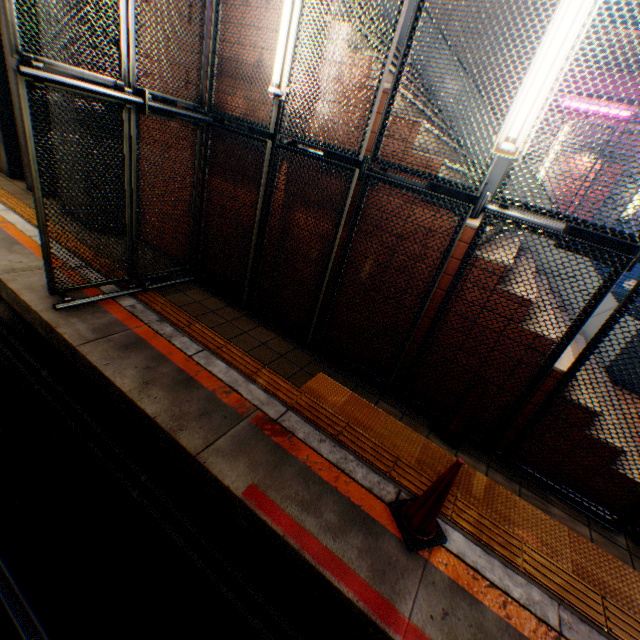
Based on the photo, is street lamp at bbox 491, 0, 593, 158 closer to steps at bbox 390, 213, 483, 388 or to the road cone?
steps at bbox 390, 213, 483, 388

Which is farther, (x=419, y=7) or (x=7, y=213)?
(x=7, y=213)

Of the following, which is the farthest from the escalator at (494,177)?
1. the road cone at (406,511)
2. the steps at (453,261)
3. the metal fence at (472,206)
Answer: the road cone at (406,511)

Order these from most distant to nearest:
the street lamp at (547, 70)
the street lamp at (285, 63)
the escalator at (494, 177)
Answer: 1. the escalator at (494, 177)
2. the street lamp at (285, 63)
3. the street lamp at (547, 70)

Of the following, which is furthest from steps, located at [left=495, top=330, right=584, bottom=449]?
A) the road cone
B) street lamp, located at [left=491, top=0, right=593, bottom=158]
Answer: the road cone

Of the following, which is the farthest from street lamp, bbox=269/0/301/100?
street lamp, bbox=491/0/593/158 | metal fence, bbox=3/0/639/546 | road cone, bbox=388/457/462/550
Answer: road cone, bbox=388/457/462/550

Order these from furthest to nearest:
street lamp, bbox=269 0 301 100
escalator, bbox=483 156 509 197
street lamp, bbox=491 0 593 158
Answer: escalator, bbox=483 156 509 197 < street lamp, bbox=269 0 301 100 < street lamp, bbox=491 0 593 158

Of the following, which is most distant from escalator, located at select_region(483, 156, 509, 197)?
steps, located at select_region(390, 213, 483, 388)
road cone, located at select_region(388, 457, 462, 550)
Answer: road cone, located at select_region(388, 457, 462, 550)
